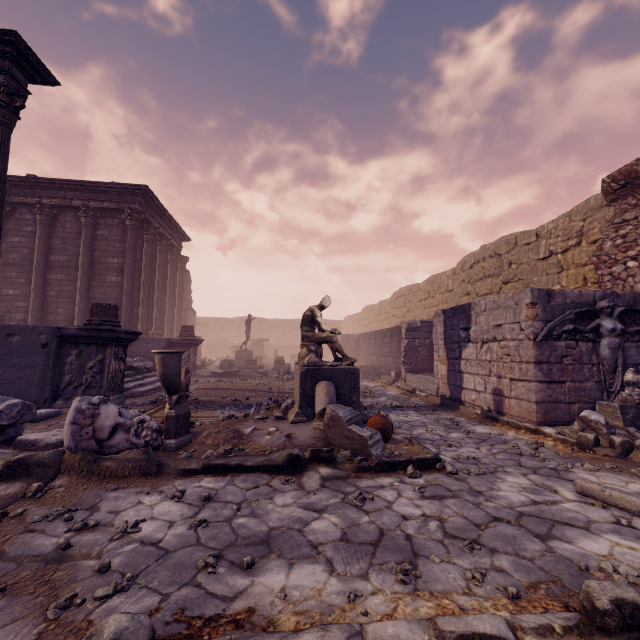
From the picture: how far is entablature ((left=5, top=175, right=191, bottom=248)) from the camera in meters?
13.0 m

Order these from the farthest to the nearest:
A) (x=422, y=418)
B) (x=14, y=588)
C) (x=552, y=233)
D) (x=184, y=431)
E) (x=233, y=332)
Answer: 1. (x=233, y=332)
2. (x=552, y=233)
3. (x=422, y=418)
4. (x=184, y=431)
5. (x=14, y=588)

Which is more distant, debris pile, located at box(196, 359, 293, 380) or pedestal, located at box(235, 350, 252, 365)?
pedestal, located at box(235, 350, 252, 365)

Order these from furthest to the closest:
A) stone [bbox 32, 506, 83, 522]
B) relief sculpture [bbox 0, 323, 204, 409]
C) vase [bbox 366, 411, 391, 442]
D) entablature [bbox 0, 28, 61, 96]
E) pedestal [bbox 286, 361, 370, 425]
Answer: entablature [bbox 0, 28, 61, 96] < relief sculpture [bbox 0, 323, 204, 409] < pedestal [bbox 286, 361, 370, 425] < vase [bbox 366, 411, 391, 442] < stone [bbox 32, 506, 83, 522]

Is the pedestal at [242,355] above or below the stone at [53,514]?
above

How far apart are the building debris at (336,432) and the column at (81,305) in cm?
1282

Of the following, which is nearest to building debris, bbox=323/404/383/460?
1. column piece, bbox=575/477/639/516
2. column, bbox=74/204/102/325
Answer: column piece, bbox=575/477/639/516

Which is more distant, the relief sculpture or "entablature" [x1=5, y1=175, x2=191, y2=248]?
"entablature" [x1=5, y1=175, x2=191, y2=248]
